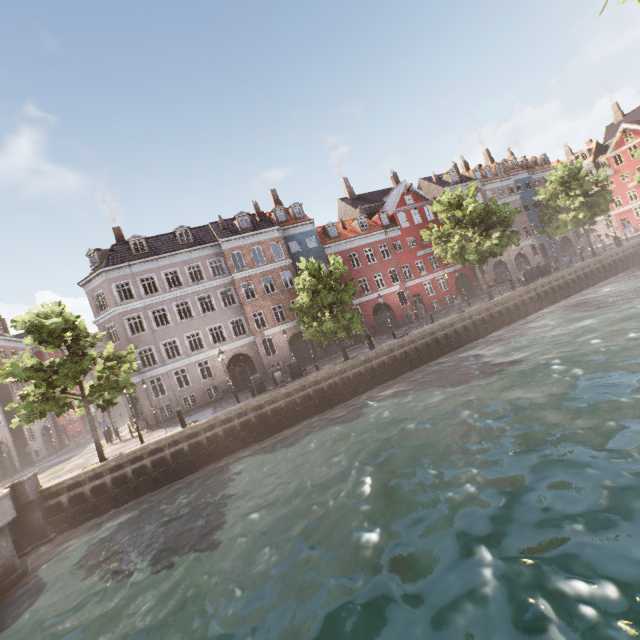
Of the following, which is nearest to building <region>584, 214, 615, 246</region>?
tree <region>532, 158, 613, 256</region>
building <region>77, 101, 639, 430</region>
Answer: tree <region>532, 158, 613, 256</region>

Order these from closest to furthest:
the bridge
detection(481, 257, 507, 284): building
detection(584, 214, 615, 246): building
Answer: Answer: the bridge, detection(481, 257, 507, 284): building, detection(584, 214, 615, 246): building

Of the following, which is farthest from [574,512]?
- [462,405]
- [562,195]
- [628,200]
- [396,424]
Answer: [628,200]

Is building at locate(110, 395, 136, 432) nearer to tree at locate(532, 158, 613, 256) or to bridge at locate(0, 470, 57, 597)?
tree at locate(532, 158, 613, 256)

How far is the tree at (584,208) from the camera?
32.12m

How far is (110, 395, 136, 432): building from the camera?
28.0 meters

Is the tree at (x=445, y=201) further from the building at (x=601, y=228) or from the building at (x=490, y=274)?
the building at (x=490, y=274)

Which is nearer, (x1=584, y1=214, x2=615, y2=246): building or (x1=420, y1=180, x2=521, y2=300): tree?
(x1=420, y1=180, x2=521, y2=300): tree
